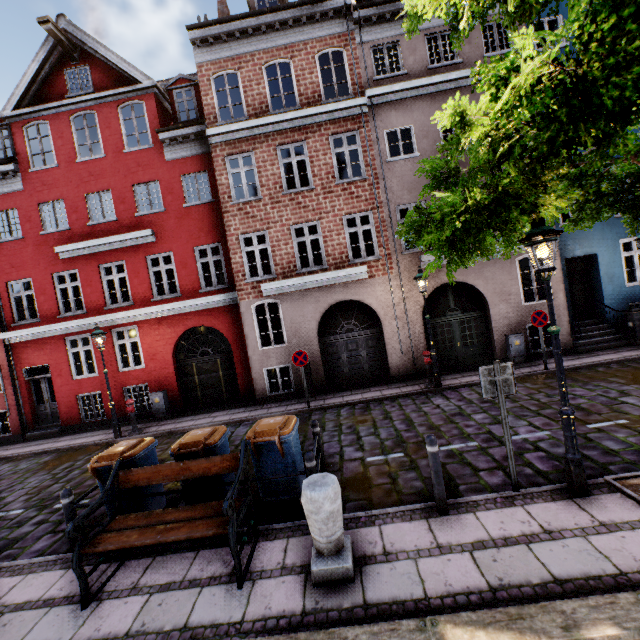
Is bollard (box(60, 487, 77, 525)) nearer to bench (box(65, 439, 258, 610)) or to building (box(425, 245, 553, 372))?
bench (box(65, 439, 258, 610))

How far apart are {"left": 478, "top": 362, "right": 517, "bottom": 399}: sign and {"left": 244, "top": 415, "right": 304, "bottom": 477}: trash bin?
3.0m

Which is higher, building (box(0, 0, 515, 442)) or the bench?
building (box(0, 0, 515, 442))

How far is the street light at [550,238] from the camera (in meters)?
4.25

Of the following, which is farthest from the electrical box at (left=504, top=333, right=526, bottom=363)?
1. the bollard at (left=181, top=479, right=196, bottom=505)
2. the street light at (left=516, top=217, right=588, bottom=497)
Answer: the bollard at (left=181, top=479, right=196, bottom=505)

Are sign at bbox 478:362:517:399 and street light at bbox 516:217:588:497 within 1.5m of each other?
yes

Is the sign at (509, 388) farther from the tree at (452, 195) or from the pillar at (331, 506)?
the pillar at (331, 506)

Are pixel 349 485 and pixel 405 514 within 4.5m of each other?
yes
